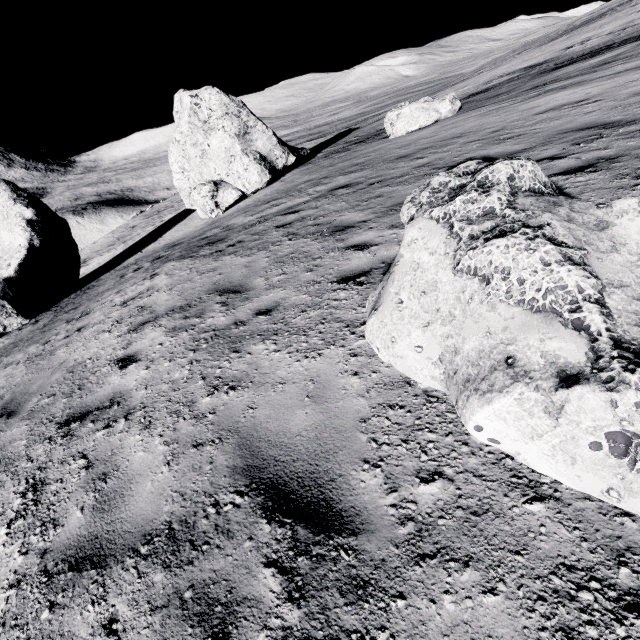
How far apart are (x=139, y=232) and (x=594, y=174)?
34.2m

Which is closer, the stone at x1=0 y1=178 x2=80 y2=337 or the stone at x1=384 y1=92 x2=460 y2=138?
the stone at x1=0 y1=178 x2=80 y2=337

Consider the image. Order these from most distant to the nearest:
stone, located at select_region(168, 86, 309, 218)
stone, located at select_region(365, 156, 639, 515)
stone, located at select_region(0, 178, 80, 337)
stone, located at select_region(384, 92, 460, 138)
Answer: stone, located at select_region(168, 86, 309, 218) < stone, located at select_region(384, 92, 460, 138) < stone, located at select_region(0, 178, 80, 337) < stone, located at select_region(365, 156, 639, 515)

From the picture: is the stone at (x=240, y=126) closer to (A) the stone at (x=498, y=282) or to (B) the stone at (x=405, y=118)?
(B) the stone at (x=405, y=118)

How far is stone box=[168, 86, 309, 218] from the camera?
16.2m

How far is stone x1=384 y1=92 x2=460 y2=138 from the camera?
14.0 meters

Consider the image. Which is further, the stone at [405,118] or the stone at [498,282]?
the stone at [405,118]

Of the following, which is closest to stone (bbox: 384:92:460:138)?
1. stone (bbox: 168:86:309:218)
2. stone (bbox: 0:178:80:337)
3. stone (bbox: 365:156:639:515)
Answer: stone (bbox: 168:86:309:218)
